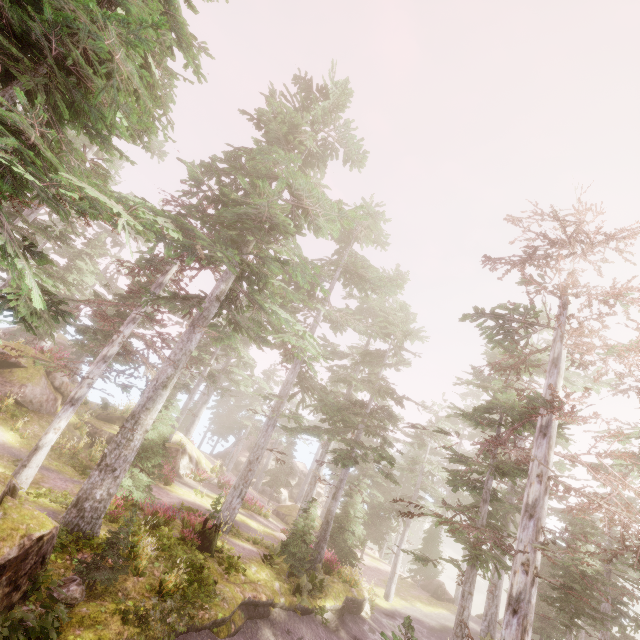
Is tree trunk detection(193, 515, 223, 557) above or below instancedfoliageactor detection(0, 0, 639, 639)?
below

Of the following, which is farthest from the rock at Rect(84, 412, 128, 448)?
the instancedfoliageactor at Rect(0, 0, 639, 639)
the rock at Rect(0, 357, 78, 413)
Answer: the rock at Rect(0, 357, 78, 413)

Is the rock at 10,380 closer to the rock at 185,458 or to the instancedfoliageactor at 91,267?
the instancedfoliageactor at 91,267

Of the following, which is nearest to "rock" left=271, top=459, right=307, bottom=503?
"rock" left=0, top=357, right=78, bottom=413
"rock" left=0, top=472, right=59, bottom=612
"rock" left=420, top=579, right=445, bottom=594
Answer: "rock" left=420, top=579, right=445, bottom=594

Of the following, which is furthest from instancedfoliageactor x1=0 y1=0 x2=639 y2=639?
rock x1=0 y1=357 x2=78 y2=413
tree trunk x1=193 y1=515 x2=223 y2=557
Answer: tree trunk x1=193 y1=515 x2=223 y2=557

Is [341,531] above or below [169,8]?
below

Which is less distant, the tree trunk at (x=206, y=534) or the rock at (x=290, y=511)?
the tree trunk at (x=206, y=534)

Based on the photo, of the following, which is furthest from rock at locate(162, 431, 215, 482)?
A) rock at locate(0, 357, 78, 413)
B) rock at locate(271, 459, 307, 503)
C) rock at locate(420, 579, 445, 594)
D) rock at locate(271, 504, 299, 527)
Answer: rock at locate(420, 579, 445, 594)
